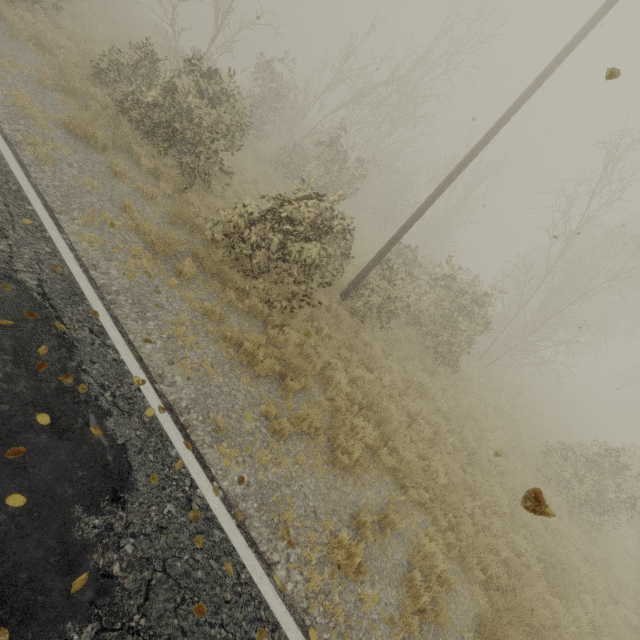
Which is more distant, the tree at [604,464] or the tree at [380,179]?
the tree at [604,464]

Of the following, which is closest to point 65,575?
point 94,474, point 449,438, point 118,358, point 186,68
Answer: point 94,474

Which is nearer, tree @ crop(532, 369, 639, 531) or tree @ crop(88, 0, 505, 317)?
tree @ crop(88, 0, 505, 317)
